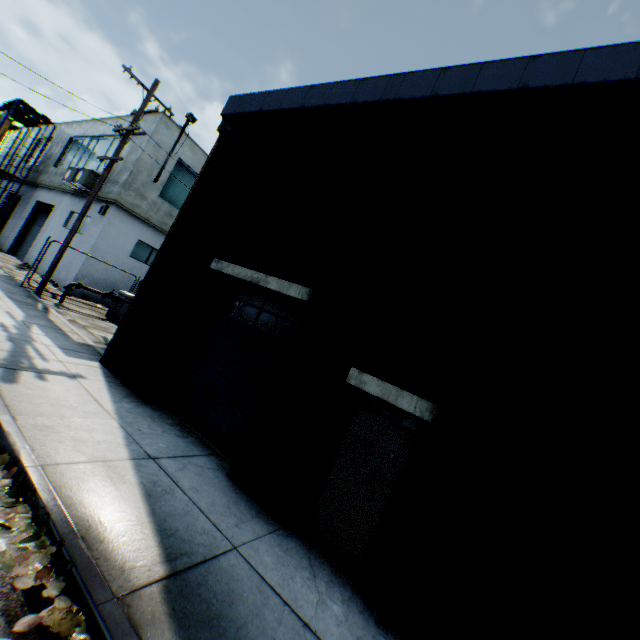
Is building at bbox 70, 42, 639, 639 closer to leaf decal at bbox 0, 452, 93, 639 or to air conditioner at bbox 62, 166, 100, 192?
leaf decal at bbox 0, 452, 93, 639

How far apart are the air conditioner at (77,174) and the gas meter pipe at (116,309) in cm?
577

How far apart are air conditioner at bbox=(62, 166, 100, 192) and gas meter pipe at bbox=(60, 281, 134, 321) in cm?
577

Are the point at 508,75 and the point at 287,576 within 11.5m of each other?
yes

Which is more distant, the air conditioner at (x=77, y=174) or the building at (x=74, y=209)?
the building at (x=74, y=209)

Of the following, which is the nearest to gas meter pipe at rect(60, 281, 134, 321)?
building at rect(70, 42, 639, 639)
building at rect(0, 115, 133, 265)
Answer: building at rect(0, 115, 133, 265)

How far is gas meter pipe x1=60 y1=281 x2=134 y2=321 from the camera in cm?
1275

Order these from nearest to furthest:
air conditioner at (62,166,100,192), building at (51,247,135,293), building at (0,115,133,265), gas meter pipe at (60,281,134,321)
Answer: gas meter pipe at (60,281,134,321)
building at (51,247,135,293)
air conditioner at (62,166,100,192)
building at (0,115,133,265)
